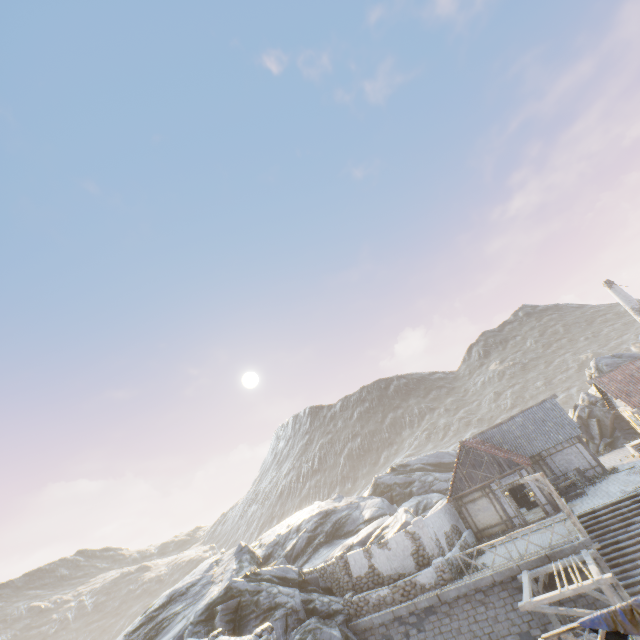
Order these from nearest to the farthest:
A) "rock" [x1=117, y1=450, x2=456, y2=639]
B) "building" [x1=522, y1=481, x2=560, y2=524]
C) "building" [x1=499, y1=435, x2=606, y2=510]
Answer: "rock" [x1=117, y1=450, x2=456, y2=639] < "building" [x1=522, y1=481, x2=560, y2=524] < "building" [x1=499, y1=435, x2=606, y2=510]

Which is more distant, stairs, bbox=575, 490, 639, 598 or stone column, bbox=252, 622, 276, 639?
stairs, bbox=575, 490, 639, 598

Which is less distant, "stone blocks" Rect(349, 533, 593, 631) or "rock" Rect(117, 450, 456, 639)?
"stone blocks" Rect(349, 533, 593, 631)

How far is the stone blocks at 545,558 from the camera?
15.09m

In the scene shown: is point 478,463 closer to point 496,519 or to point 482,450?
point 482,450

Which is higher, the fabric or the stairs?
the fabric

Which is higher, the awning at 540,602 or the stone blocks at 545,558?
the stone blocks at 545,558

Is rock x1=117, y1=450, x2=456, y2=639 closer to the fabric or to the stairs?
the stairs
